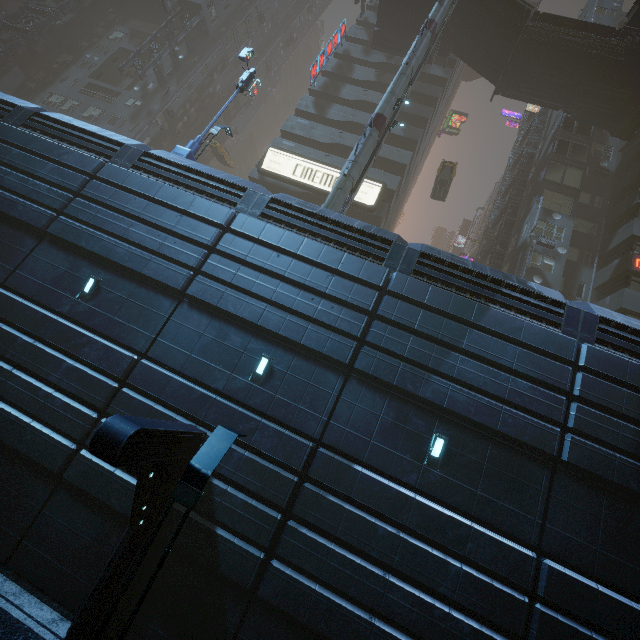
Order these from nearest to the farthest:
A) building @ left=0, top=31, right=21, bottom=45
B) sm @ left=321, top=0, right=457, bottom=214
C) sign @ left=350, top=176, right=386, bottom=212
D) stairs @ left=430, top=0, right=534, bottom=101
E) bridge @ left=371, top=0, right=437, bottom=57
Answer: sm @ left=321, top=0, right=457, bottom=214, stairs @ left=430, top=0, right=534, bottom=101, sign @ left=350, top=176, right=386, bottom=212, bridge @ left=371, top=0, right=437, bottom=57, building @ left=0, top=31, right=21, bottom=45

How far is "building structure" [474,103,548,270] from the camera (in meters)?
25.70

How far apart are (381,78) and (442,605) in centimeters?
3875cm

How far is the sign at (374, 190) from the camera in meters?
25.4 m

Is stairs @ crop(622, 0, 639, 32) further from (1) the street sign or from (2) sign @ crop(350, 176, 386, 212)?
(1) the street sign

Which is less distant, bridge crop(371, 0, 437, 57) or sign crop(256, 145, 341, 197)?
sign crop(256, 145, 341, 197)

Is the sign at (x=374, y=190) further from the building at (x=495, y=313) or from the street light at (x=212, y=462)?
the street light at (x=212, y=462)

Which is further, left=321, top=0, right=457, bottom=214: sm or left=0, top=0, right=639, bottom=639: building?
left=321, top=0, right=457, bottom=214: sm
